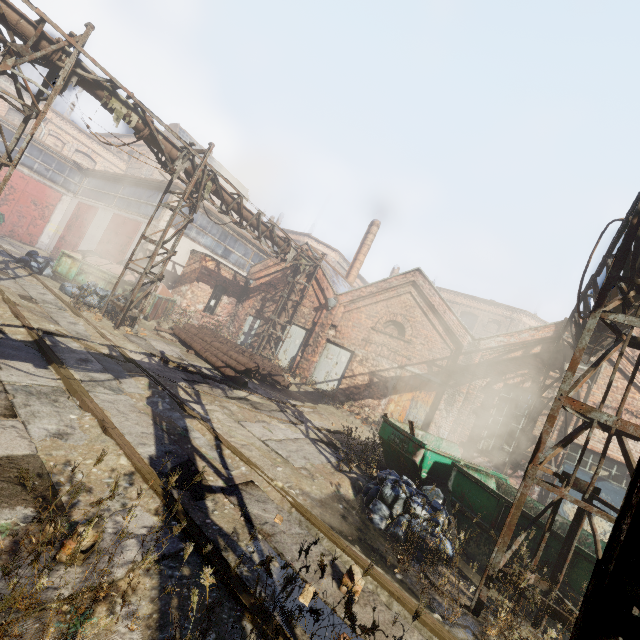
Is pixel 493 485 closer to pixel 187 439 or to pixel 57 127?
pixel 187 439

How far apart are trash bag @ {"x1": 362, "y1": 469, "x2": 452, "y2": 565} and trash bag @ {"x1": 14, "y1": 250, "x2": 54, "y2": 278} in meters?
16.1 m

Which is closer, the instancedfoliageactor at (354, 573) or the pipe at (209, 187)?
the instancedfoliageactor at (354, 573)

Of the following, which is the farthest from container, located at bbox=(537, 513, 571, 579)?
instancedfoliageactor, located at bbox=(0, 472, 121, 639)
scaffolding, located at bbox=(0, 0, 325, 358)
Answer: scaffolding, located at bbox=(0, 0, 325, 358)

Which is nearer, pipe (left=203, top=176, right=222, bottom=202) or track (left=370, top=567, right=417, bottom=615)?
track (left=370, top=567, right=417, bottom=615)

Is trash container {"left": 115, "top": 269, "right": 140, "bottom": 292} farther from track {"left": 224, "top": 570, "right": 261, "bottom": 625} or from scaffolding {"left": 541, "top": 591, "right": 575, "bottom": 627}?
scaffolding {"left": 541, "top": 591, "right": 575, "bottom": 627}

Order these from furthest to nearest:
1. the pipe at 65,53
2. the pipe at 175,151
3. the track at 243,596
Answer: the pipe at 175,151
the pipe at 65,53
the track at 243,596

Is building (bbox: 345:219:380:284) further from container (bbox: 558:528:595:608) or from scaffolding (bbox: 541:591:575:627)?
scaffolding (bbox: 541:591:575:627)
